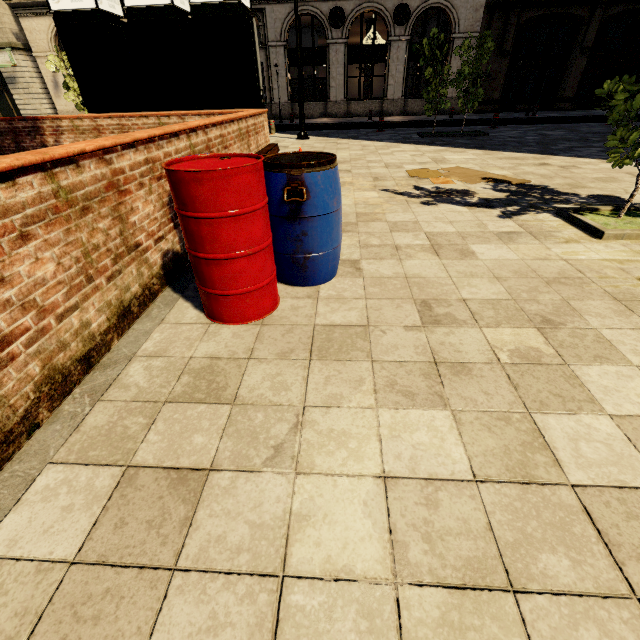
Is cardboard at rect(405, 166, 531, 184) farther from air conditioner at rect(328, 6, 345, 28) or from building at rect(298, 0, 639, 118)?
air conditioner at rect(328, 6, 345, 28)

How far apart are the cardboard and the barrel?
3.67m

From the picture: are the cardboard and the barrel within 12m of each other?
yes

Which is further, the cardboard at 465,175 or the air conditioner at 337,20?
the air conditioner at 337,20

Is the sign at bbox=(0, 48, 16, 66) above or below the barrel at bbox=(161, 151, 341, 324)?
above

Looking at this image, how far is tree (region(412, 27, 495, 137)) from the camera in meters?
11.1

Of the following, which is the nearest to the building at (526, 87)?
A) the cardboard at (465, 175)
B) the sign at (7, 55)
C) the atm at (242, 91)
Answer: the sign at (7, 55)

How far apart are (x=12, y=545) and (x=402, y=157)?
9.76m
